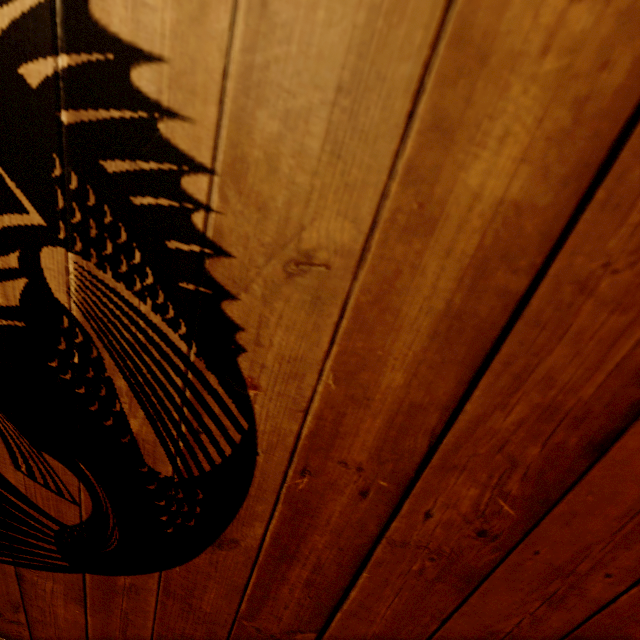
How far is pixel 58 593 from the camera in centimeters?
178cm
